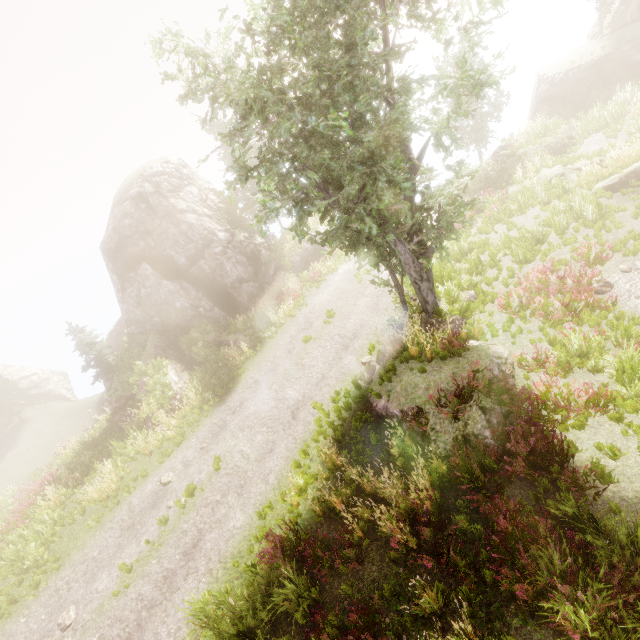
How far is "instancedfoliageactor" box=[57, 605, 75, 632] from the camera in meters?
9.4 m

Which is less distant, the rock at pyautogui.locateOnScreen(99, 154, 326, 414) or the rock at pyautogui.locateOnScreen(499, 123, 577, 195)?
the rock at pyautogui.locateOnScreen(499, 123, 577, 195)

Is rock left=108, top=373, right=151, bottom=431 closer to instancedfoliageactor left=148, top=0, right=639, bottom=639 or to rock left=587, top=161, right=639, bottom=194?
instancedfoliageactor left=148, top=0, right=639, bottom=639

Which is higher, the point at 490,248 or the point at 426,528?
the point at 490,248

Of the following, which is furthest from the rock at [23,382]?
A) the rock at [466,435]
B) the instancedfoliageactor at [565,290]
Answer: the rock at [466,435]

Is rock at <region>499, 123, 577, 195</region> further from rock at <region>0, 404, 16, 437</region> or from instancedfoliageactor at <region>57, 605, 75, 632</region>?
rock at <region>0, 404, 16, 437</region>

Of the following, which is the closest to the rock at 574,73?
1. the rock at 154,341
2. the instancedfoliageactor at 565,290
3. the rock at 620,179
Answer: the instancedfoliageactor at 565,290

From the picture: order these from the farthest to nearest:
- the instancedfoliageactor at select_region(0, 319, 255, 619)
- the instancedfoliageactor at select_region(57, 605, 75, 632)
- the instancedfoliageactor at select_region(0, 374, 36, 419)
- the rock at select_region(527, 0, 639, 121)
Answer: the instancedfoliageactor at select_region(0, 374, 36, 419) → the rock at select_region(527, 0, 639, 121) → the instancedfoliageactor at select_region(0, 319, 255, 619) → the instancedfoliageactor at select_region(57, 605, 75, 632)
